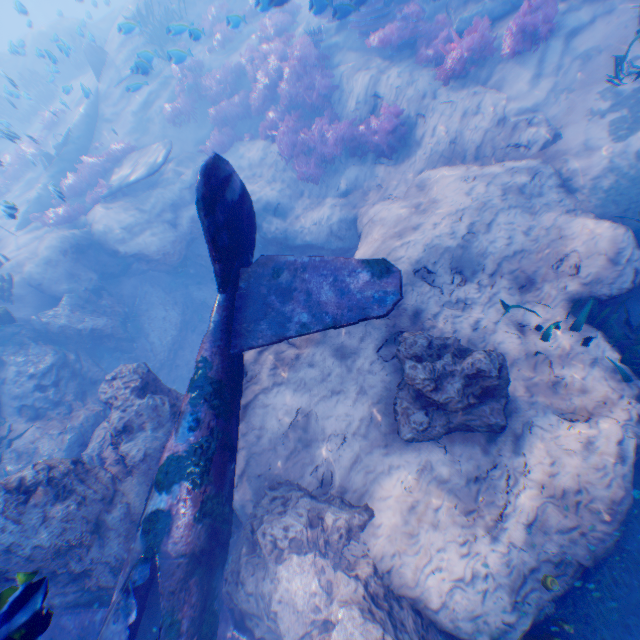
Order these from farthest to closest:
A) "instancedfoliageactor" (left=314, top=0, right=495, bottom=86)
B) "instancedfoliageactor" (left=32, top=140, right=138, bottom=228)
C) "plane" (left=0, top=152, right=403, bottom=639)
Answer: "instancedfoliageactor" (left=32, top=140, right=138, bottom=228) → "instancedfoliageactor" (left=314, top=0, right=495, bottom=86) → "plane" (left=0, top=152, right=403, bottom=639)

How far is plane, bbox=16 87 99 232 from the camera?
12.82m

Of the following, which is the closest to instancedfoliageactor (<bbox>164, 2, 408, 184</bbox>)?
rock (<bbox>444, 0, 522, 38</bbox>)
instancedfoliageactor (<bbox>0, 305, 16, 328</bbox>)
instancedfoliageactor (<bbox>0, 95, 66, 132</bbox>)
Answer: rock (<bbox>444, 0, 522, 38</bbox>)

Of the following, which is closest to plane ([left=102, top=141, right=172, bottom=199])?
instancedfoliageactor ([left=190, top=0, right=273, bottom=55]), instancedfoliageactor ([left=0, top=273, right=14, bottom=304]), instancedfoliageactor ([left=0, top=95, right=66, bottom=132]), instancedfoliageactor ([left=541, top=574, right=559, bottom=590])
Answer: instancedfoliageactor ([left=0, top=273, right=14, bottom=304])

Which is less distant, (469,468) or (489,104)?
(469,468)

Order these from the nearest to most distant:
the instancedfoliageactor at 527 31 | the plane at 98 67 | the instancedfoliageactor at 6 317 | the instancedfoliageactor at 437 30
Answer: the instancedfoliageactor at 527 31
the instancedfoliageactor at 437 30
the instancedfoliageactor at 6 317
the plane at 98 67

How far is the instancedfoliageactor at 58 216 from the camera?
11.9m

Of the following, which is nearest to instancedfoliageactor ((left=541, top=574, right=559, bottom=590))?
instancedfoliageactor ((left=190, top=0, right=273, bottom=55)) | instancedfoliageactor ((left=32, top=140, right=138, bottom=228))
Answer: instancedfoliageactor ((left=190, top=0, right=273, bottom=55))
